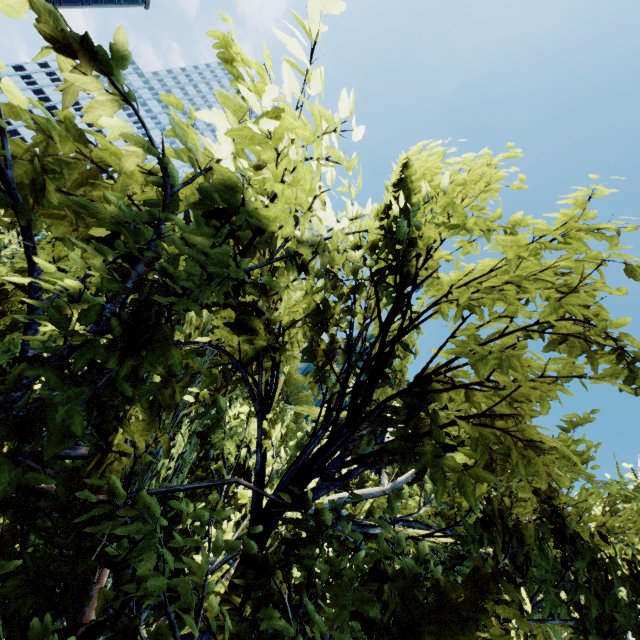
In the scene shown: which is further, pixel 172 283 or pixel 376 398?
pixel 376 398
